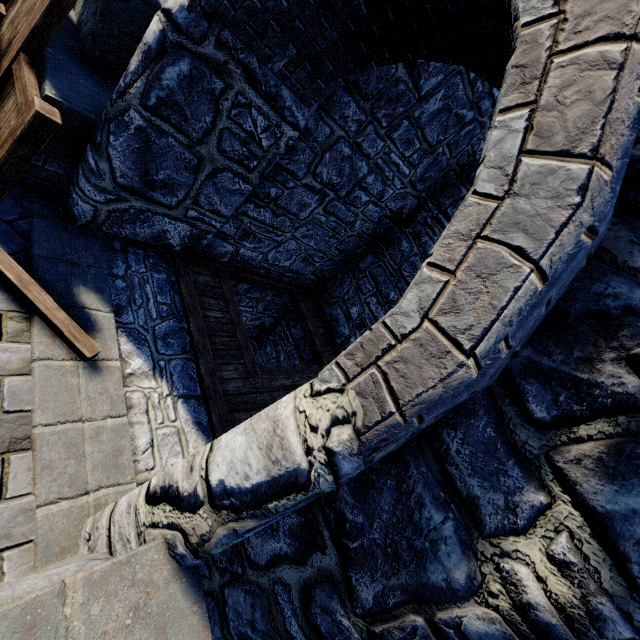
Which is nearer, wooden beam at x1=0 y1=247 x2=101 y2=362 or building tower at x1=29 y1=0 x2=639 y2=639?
building tower at x1=29 y1=0 x2=639 y2=639

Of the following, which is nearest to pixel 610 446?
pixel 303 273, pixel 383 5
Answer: pixel 383 5

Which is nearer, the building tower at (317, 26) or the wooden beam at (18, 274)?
the building tower at (317, 26)
